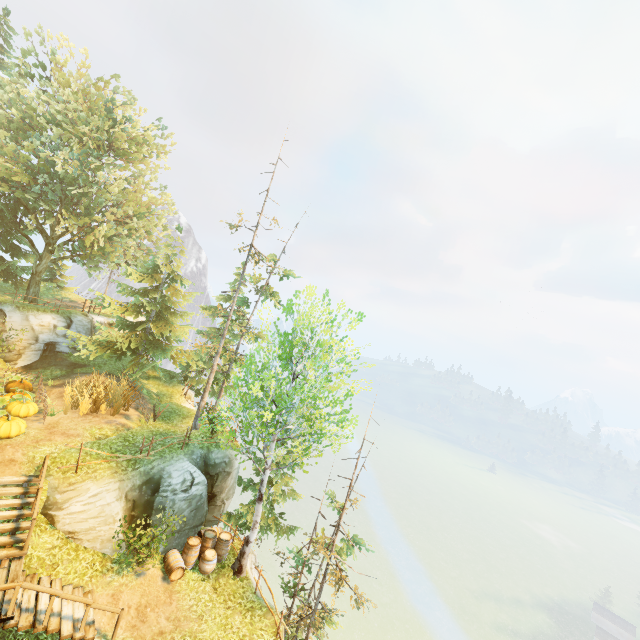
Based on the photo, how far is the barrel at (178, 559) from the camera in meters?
13.2

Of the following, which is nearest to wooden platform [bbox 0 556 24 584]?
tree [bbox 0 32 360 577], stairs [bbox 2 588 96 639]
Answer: stairs [bbox 2 588 96 639]

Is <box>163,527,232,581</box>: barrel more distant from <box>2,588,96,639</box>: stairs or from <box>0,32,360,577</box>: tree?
<box>0,32,360,577</box>: tree

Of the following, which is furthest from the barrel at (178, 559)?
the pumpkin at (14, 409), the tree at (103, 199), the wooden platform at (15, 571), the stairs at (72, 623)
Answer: the tree at (103, 199)

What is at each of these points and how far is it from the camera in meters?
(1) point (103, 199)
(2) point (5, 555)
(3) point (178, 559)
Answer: (1) tree, 24.6 m
(2) stairs, 9.8 m
(3) barrel, 13.4 m

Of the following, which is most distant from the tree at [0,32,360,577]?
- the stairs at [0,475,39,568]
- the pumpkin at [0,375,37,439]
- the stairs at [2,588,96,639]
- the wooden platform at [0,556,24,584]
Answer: the stairs at [2,588,96,639]

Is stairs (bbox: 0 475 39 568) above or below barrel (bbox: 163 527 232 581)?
above

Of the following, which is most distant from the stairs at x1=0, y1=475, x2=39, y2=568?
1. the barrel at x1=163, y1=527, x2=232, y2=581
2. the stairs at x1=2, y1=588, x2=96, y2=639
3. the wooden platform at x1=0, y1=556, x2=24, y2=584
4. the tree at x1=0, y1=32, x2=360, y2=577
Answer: the tree at x1=0, y1=32, x2=360, y2=577
